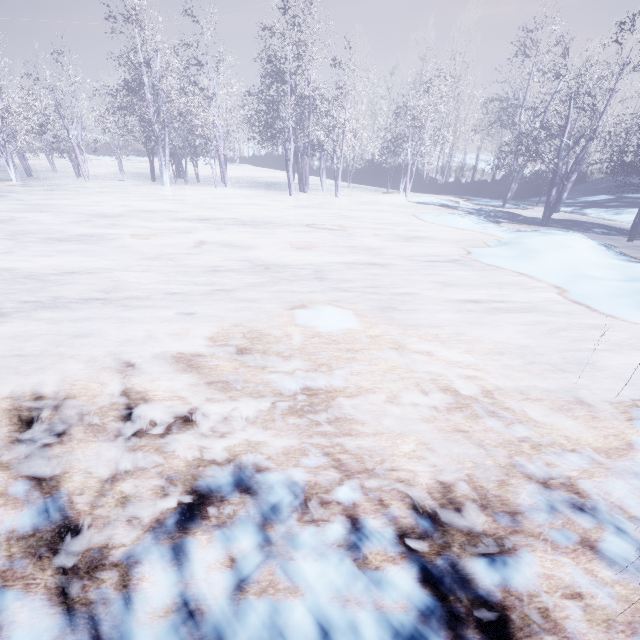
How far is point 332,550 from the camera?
2.3m
